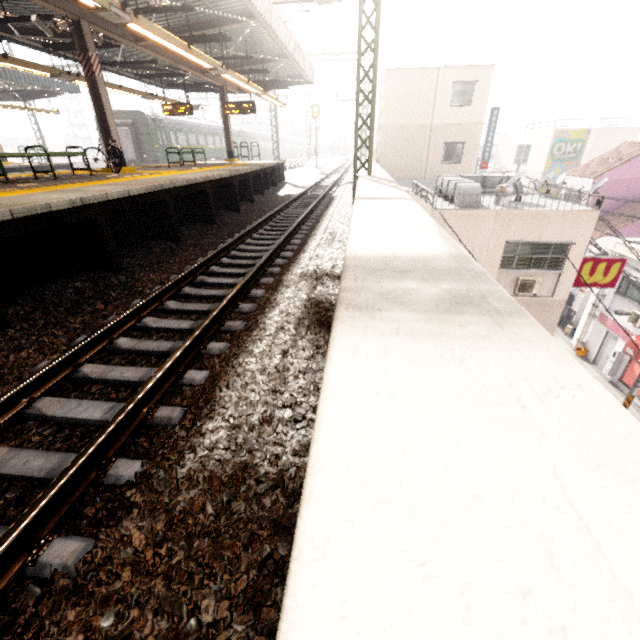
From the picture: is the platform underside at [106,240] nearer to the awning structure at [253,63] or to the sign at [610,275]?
the awning structure at [253,63]

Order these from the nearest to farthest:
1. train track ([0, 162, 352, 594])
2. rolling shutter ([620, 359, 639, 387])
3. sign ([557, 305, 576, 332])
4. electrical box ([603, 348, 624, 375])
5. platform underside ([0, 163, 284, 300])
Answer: train track ([0, 162, 352, 594]) → platform underside ([0, 163, 284, 300]) → rolling shutter ([620, 359, 639, 387]) → electrical box ([603, 348, 624, 375]) → sign ([557, 305, 576, 332])

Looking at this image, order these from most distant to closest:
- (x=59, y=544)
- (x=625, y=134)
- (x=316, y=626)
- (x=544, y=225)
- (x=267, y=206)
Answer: (x=625, y=134) < (x=267, y=206) < (x=544, y=225) < (x=59, y=544) < (x=316, y=626)

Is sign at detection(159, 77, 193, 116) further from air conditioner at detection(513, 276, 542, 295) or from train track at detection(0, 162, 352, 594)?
air conditioner at detection(513, 276, 542, 295)

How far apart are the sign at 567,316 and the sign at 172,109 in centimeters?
2488cm

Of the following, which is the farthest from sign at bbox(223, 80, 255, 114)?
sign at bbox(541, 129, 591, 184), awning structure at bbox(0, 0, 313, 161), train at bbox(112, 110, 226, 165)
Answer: sign at bbox(541, 129, 591, 184)

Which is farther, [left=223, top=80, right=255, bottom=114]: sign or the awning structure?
[left=223, top=80, right=255, bottom=114]: sign

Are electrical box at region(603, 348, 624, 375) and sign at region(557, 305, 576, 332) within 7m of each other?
yes
